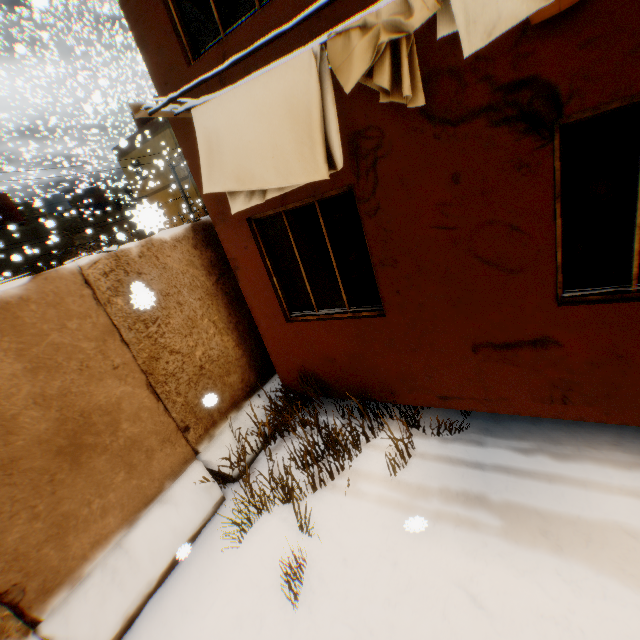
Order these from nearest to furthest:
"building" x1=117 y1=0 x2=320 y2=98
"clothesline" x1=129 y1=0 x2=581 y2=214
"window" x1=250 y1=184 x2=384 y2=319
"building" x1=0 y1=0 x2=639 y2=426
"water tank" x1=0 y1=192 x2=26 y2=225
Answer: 1. "clothesline" x1=129 y1=0 x2=581 y2=214
2. "building" x1=0 y1=0 x2=639 y2=426
3. "building" x1=117 y1=0 x2=320 y2=98
4. "window" x1=250 y1=184 x2=384 y2=319
5. "water tank" x1=0 y1=192 x2=26 y2=225

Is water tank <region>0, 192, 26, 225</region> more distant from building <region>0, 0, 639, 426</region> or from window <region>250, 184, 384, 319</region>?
building <region>0, 0, 639, 426</region>

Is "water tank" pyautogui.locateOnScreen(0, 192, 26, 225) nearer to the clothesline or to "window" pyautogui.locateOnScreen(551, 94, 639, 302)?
the clothesline

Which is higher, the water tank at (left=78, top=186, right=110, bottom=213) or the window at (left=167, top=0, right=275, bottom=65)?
the water tank at (left=78, top=186, right=110, bottom=213)

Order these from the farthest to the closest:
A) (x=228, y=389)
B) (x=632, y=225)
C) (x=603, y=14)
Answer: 1. (x=228, y=389)
2. (x=632, y=225)
3. (x=603, y=14)

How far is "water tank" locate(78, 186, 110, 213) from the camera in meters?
25.3 m

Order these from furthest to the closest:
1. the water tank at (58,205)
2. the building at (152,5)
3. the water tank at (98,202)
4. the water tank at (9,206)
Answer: the water tank at (98,202), the water tank at (58,205), the water tank at (9,206), the building at (152,5)

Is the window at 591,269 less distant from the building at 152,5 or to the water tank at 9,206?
the building at 152,5
